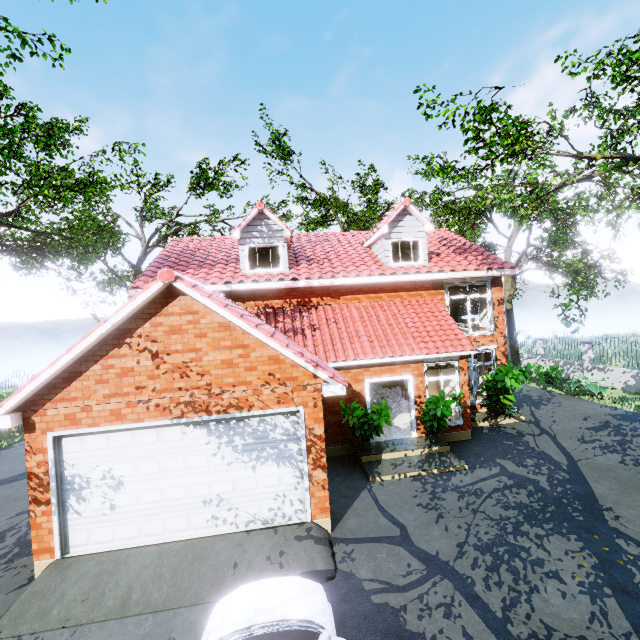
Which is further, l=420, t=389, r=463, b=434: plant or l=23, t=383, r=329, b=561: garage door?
l=420, t=389, r=463, b=434: plant

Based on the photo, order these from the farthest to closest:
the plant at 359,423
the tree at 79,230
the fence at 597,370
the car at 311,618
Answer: the fence at 597,370
the tree at 79,230
the plant at 359,423
the car at 311,618

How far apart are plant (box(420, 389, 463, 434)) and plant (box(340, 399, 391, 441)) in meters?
1.1 m

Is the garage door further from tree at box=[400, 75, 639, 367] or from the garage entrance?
tree at box=[400, 75, 639, 367]

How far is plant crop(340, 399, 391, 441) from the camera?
9.9m

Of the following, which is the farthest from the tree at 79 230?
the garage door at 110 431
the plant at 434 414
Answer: the plant at 434 414

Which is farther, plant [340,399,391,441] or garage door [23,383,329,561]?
plant [340,399,391,441]

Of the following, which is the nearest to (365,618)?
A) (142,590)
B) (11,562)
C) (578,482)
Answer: (142,590)
